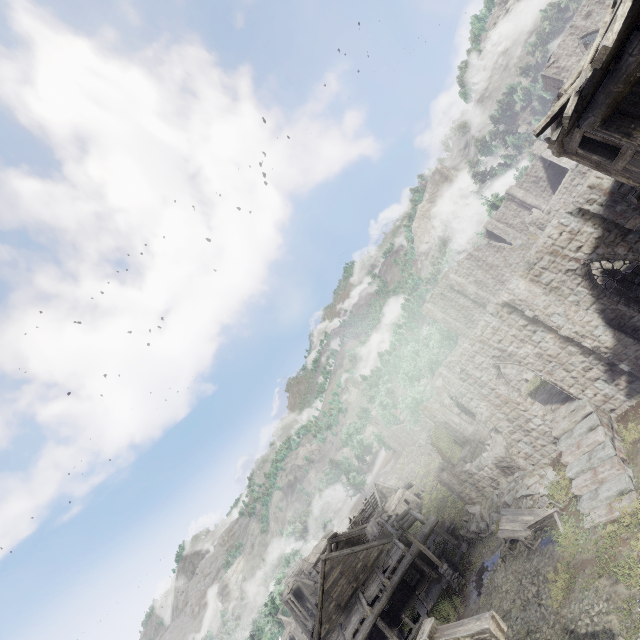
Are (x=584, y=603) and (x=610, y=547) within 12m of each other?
yes

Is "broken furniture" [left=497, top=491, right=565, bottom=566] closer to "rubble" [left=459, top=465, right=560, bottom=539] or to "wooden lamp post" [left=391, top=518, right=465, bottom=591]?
"rubble" [left=459, top=465, right=560, bottom=539]

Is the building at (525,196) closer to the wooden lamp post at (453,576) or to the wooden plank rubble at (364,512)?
the wooden plank rubble at (364,512)

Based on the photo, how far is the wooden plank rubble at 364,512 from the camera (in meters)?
47.06

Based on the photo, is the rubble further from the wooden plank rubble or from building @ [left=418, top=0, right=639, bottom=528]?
the wooden plank rubble

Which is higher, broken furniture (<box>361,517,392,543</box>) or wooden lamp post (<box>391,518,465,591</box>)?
broken furniture (<box>361,517,392,543</box>)

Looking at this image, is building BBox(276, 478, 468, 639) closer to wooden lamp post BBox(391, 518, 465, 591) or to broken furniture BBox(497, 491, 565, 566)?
wooden lamp post BBox(391, 518, 465, 591)

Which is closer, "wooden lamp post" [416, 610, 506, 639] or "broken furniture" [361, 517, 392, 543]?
"wooden lamp post" [416, 610, 506, 639]
